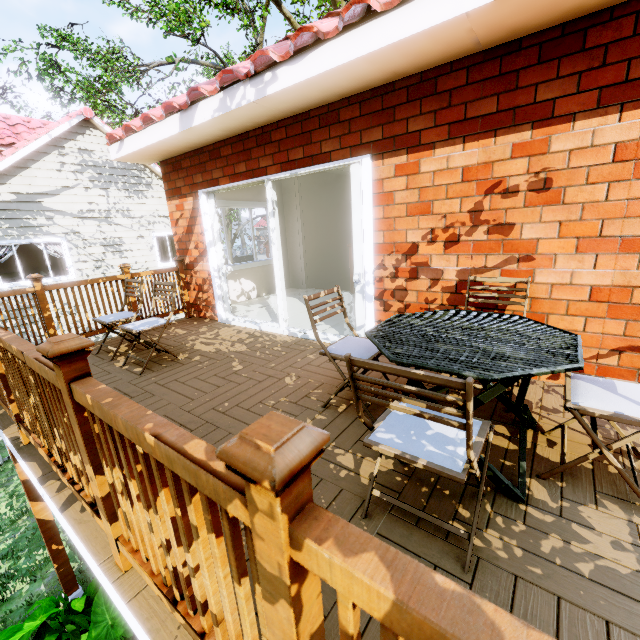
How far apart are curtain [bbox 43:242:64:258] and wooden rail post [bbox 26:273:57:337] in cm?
838

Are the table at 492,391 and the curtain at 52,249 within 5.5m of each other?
no

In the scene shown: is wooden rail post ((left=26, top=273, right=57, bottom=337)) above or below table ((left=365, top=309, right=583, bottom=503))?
above

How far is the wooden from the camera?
4.19m

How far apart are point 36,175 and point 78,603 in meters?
12.2 m

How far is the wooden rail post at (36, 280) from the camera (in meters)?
4.14

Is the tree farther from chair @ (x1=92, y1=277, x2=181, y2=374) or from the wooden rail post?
chair @ (x1=92, y1=277, x2=181, y2=374)

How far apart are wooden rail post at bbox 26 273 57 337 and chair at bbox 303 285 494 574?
4.8m
